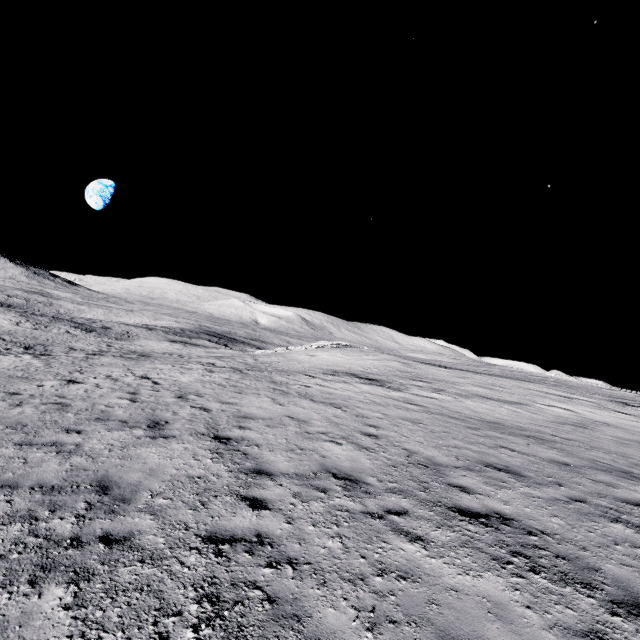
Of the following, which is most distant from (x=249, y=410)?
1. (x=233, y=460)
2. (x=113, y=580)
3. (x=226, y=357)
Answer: (x=226, y=357)
